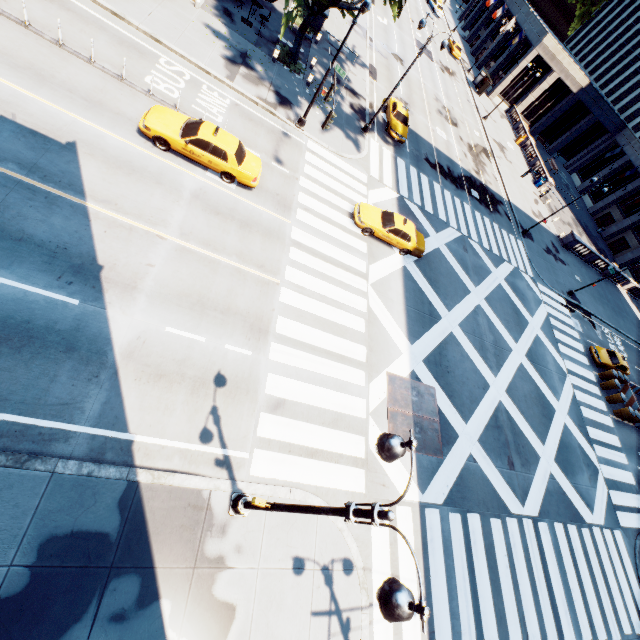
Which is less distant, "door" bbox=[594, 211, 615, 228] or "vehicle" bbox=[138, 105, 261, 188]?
"vehicle" bbox=[138, 105, 261, 188]

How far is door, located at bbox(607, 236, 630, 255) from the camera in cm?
5097

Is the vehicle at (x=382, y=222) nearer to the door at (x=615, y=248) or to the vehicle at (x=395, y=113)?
the vehicle at (x=395, y=113)

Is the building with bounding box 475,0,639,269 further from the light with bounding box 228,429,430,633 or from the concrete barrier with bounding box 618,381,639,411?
the light with bounding box 228,429,430,633

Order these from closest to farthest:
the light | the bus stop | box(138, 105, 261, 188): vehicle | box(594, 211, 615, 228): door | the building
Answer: the light < box(138, 105, 261, 188): vehicle < the bus stop < the building < box(594, 211, 615, 228): door

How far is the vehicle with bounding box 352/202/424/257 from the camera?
18.7 meters

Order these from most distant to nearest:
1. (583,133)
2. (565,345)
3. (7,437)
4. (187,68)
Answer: (583,133) < (565,345) < (187,68) < (7,437)

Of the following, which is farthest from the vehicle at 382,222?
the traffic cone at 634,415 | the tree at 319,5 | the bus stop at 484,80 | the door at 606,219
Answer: the door at 606,219
